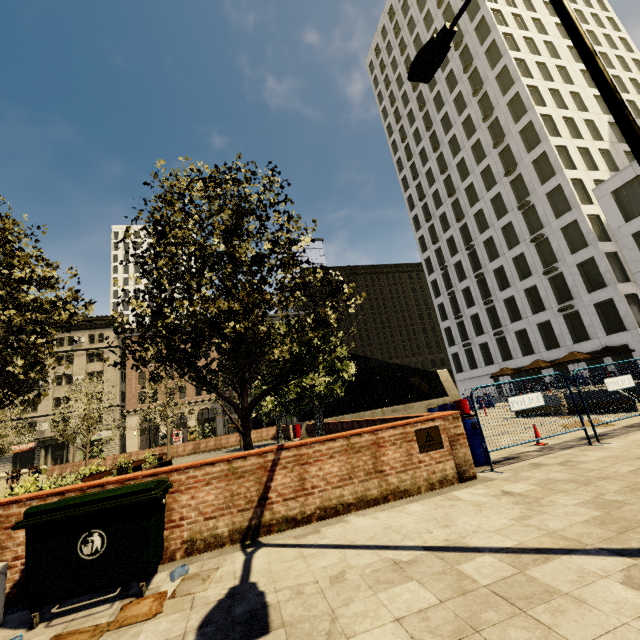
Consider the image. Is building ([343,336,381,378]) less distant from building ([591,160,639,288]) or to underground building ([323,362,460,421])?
building ([591,160,639,288])

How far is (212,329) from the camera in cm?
678

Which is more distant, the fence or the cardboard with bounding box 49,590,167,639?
the fence

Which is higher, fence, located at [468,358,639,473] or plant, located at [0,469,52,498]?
fence, located at [468,358,639,473]

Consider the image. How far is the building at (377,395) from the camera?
58.0m

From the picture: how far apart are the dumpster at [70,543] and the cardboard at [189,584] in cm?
8

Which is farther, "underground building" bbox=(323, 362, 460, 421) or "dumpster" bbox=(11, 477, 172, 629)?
"underground building" bbox=(323, 362, 460, 421)

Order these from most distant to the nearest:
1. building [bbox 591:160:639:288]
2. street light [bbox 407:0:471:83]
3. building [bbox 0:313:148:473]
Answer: building [bbox 0:313:148:473]
building [bbox 591:160:639:288]
street light [bbox 407:0:471:83]
